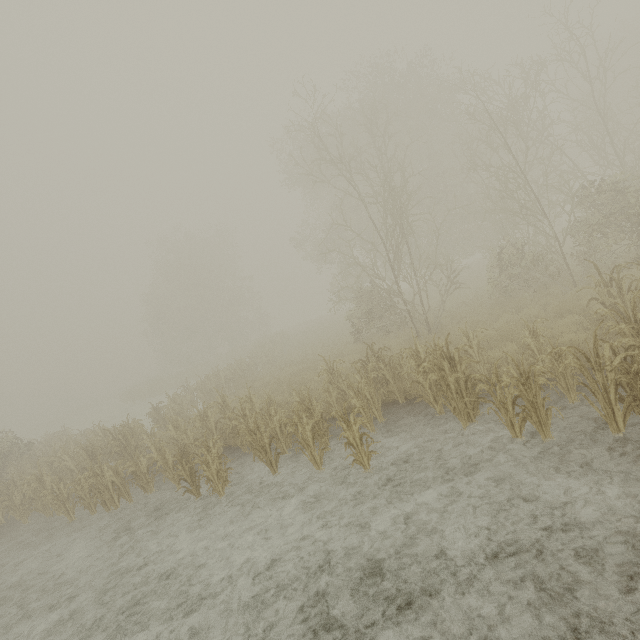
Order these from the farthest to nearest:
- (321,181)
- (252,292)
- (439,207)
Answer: (252,292) → (439,207) → (321,181)
